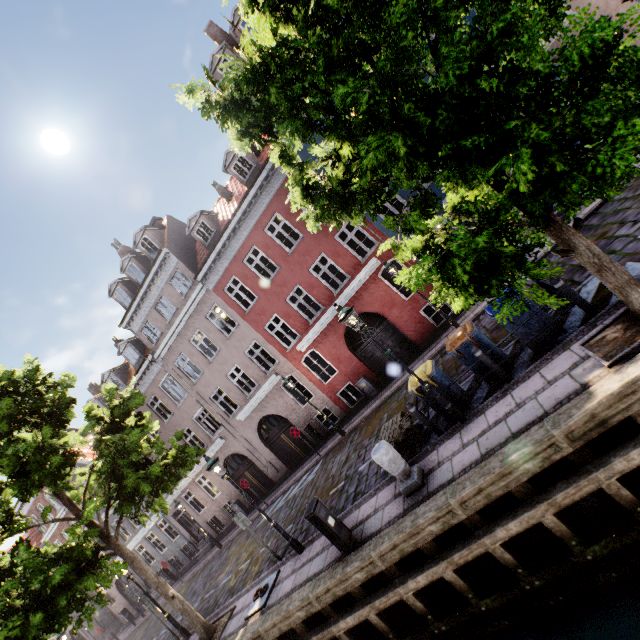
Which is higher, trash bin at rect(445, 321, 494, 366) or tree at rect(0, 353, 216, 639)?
tree at rect(0, 353, 216, 639)

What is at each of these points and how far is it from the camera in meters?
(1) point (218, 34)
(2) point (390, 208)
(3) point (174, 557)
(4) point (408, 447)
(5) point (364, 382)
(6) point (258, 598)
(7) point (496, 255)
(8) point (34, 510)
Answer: (1) building, 17.1 m
(2) building, 13.9 m
(3) building, 28.1 m
(4) pallet, 8.3 m
(5) electrical box, 15.5 m
(6) boat ring, 8.9 m
(7) tree, 3.8 m
(8) building, 27.7 m

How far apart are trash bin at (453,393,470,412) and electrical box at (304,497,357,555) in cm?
322

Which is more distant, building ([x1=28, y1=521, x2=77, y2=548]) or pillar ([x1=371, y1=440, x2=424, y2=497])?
building ([x1=28, y1=521, x2=77, y2=548])

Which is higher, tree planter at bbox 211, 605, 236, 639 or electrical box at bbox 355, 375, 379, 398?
electrical box at bbox 355, 375, 379, 398

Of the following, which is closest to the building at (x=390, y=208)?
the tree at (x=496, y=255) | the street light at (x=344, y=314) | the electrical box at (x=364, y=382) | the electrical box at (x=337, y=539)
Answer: the electrical box at (x=364, y=382)

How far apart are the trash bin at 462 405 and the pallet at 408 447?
0.66m

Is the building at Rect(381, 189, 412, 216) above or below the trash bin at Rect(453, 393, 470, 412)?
above
